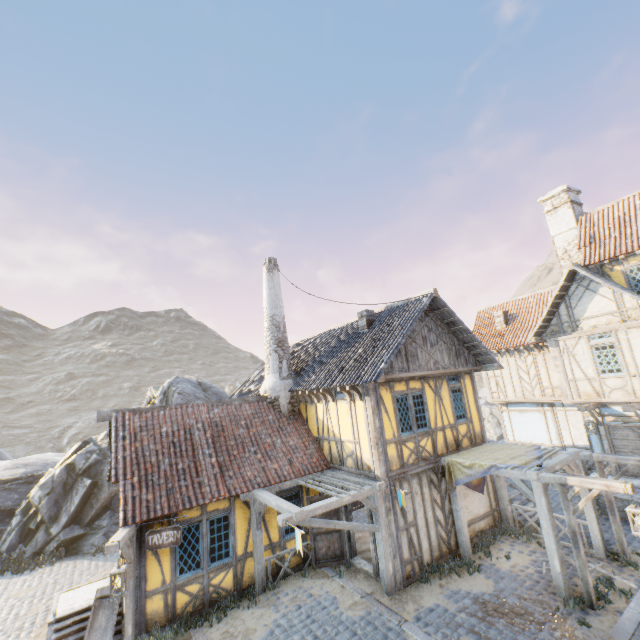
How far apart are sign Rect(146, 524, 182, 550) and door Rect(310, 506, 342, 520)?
4.01m

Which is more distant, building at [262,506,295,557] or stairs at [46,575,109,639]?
building at [262,506,295,557]

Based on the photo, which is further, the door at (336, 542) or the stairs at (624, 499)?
the stairs at (624, 499)

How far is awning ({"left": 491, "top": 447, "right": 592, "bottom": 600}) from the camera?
8.24m

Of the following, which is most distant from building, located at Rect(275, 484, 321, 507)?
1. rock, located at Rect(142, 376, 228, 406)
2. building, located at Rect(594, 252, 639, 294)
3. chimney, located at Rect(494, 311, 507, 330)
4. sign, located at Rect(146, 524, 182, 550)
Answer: chimney, located at Rect(494, 311, 507, 330)

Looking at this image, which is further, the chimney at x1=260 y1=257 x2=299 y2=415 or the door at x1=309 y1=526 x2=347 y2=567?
the chimney at x1=260 y1=257 x2=299 y2=415

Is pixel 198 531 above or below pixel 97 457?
below

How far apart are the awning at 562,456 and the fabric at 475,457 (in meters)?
0.01
